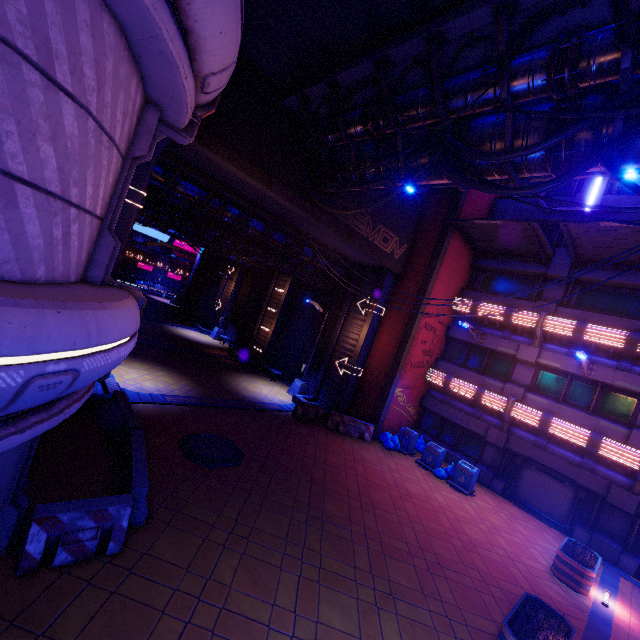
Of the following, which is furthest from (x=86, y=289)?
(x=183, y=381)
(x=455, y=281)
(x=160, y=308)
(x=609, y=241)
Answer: (x=160, y=308)

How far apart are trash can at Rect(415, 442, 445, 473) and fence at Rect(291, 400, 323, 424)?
5.24m

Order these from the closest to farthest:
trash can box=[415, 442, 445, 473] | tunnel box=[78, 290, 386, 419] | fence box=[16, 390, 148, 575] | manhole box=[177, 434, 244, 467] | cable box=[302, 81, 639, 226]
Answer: fence box=[16, 390, 148, 575] < cable box=[302, 81, 639, 226] < manhole box=[177, 434, 244, 467] < tunnel box=[78, 290, 386, 419] < trash can box=[415, 442, 445, 473]

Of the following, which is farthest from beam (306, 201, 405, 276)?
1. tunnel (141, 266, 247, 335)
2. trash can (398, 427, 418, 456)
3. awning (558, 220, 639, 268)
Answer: tunnel (141, 266, 247, 335)

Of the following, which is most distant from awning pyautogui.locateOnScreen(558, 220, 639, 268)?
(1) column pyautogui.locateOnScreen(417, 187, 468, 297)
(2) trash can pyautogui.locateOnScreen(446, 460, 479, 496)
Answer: (2) trash can pyautogui.locateOnScreen(446, 460, 479, 496)

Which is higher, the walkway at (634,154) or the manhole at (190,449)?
the walkway at (634,154)

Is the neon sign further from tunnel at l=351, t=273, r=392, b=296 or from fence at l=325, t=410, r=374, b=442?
fence at l=325, t=410, r=374, b=442

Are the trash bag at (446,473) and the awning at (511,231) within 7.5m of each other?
no
